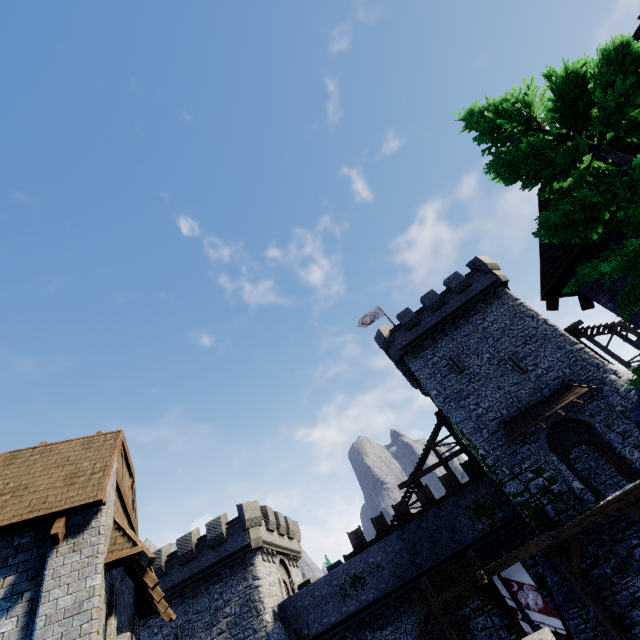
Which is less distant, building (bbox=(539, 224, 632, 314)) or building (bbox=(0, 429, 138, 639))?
building (bbox=(0, 429, 138, 639))

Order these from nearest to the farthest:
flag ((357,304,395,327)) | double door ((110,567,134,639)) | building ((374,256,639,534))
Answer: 1. double door ((110,567,134,639))
2. building ((374,256,639,534))
3. flag ((357,304,395,327))

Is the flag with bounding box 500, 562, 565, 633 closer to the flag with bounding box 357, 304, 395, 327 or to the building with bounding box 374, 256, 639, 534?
the building with bounding box 374, 256, 639, 534

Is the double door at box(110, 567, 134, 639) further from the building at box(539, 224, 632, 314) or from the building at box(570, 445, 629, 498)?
the building at box(570, 445, 629, 498)

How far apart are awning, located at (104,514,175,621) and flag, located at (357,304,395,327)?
24.5 meters

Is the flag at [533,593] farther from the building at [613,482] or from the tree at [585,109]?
the tree at [585,109]

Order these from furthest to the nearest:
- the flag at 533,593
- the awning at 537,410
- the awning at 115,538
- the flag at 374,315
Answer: the flag at 374,315, the awning at 537,410, the flag at 533,593, the awning at 115,538

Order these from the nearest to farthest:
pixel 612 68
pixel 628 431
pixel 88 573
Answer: pixel 612 68
pixel 88 573
pixel 628 431
